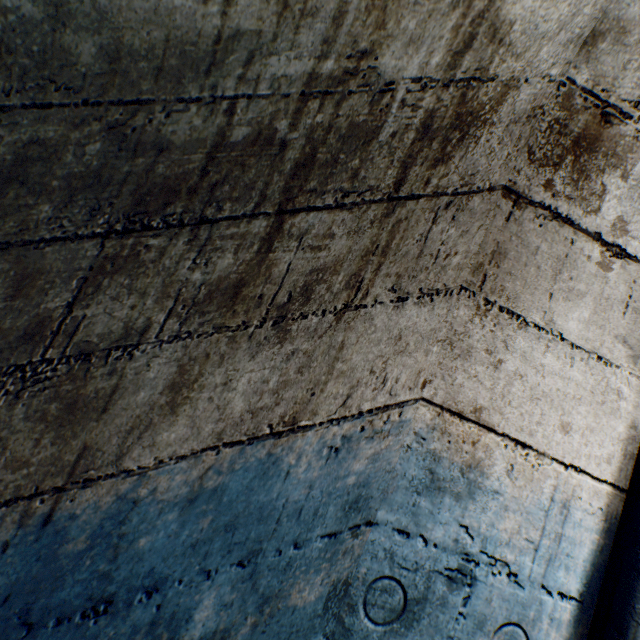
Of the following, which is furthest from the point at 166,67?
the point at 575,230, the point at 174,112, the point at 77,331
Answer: the point at 575,230
